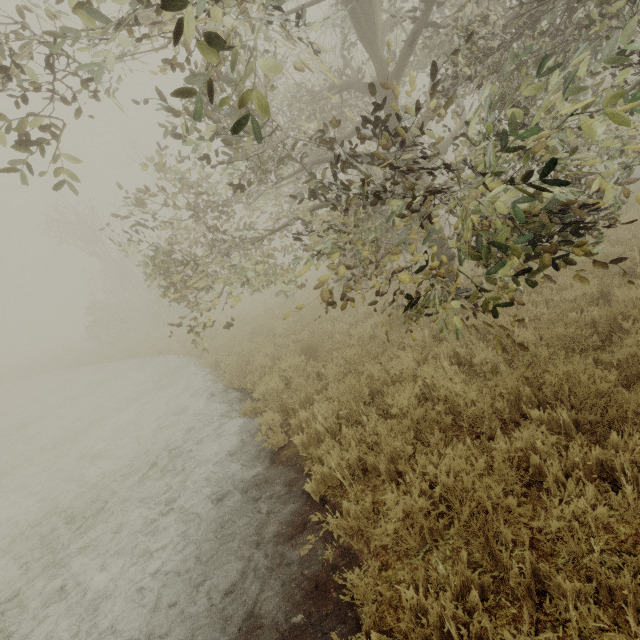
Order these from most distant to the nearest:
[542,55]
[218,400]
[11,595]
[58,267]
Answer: [58,267] < [218,400] < [542,55] < [11,595]
